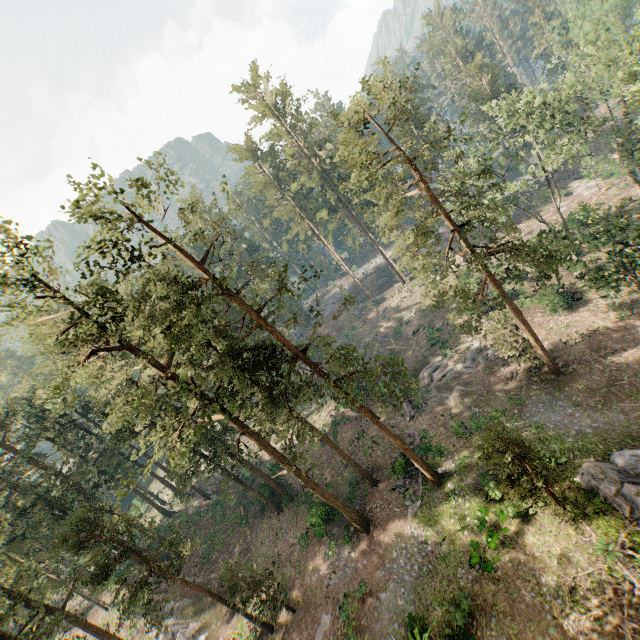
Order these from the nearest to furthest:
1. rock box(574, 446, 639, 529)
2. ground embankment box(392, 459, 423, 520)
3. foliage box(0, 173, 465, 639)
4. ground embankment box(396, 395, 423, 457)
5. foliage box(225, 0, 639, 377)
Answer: foliage box(0, 173, 465, 639) < rock box(574, 446, 639, 529) < foliage box(225, 0, 639, 377) < ground embankment box(392, 459, 423, 520) < ground embankment box(396, 395, 423, 457)

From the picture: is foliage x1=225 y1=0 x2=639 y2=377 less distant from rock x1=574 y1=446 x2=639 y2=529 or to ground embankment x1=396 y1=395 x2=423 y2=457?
rock x1=574 y1=446 x2=639 y2=529

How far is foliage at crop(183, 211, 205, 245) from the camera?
17.3 meters

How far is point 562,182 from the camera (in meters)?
50.75

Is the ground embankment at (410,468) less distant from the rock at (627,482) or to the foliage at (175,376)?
the foliage at (175,376)

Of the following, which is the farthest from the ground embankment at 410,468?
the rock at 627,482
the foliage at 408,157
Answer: the rock at 627,482

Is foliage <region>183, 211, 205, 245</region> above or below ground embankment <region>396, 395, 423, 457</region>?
above

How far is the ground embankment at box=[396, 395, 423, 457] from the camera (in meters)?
29.20
